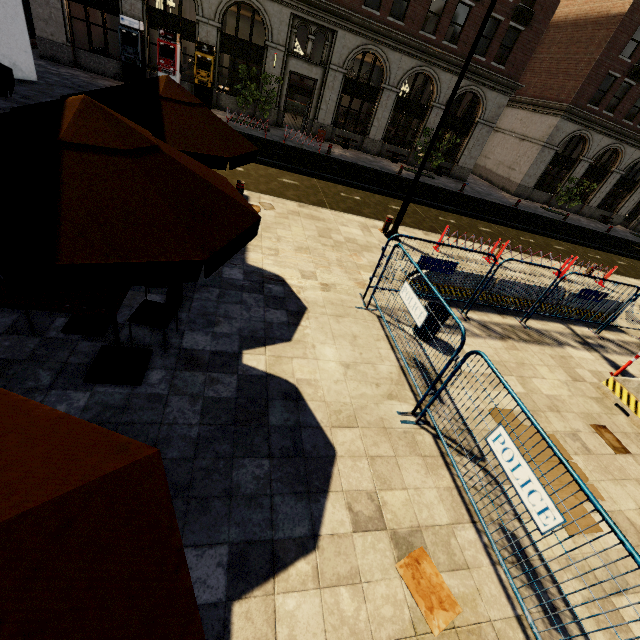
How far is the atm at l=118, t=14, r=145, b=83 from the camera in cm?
1741

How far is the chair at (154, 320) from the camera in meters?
4.1 m

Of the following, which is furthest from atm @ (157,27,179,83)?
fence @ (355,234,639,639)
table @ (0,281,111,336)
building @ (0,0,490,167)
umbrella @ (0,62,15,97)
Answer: fence @ (355,234,639,639)

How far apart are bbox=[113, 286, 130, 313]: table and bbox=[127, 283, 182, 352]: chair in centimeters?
36cm

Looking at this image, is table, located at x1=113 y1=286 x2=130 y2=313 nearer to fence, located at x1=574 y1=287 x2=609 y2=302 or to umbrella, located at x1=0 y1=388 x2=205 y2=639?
umbrella, located at x1=0 y1=388 x2=205 y2=639

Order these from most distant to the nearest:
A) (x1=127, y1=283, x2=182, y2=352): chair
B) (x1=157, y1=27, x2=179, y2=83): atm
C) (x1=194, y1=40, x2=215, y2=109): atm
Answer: (x1=194, y1=40, x2=215, y2=109): atm
(x1=157, y1=27, x2=179, y2=83): atm
(x1=127, y1=283, x2=182, y2=352): chair

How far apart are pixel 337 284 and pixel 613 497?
5.9m

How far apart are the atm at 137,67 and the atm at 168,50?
0.8m
